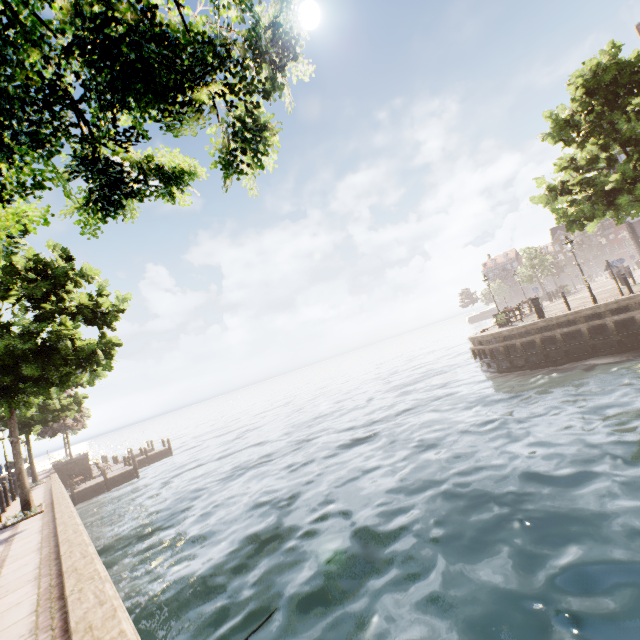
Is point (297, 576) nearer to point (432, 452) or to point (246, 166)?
point (432, 452)

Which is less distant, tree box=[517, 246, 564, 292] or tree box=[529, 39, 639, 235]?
tree box=[529, 39, 639, 235]

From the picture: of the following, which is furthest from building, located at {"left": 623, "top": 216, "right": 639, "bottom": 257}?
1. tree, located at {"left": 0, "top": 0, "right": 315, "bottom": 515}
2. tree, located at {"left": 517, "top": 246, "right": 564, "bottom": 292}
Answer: tree, located at {"left": 517, "top": 246, "right": 564, "bottom": 292}

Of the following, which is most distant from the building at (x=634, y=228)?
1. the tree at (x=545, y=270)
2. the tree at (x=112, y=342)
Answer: the tree at (x=545, y=270)

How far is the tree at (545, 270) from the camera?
43.1m

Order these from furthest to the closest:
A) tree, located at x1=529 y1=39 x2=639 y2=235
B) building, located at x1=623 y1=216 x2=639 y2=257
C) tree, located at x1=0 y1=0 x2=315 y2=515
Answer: building, located at x1=623 y1=216 x2=639 y2=257
tree, located at x1=529 y1=39 x2=639 y2=235
tree, located at x1=0 y1=0 x2=315 y2=515

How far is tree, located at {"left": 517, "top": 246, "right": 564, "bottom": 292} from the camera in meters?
43.1 m
